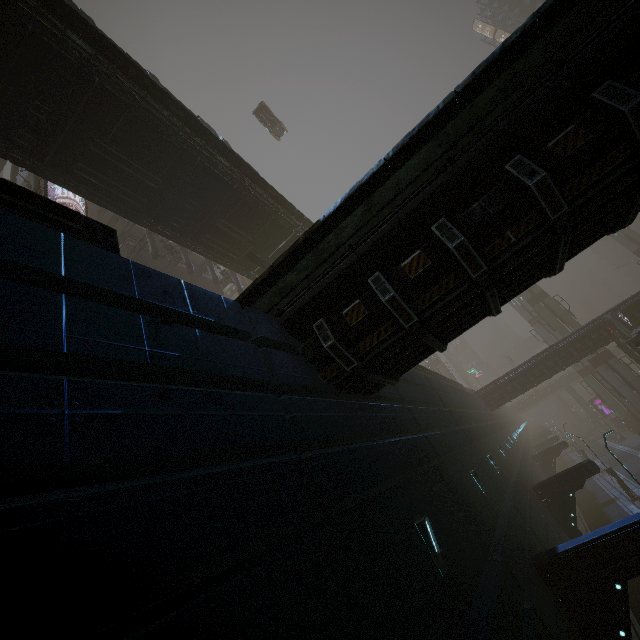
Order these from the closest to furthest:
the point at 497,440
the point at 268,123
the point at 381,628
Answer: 1. the point at 381,628
2. the point at 497,440
3. the point at 268,123

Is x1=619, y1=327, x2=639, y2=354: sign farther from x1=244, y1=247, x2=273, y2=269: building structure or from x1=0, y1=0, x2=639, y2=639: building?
x1=244, y1=247, x2=273, y2=269: building structure

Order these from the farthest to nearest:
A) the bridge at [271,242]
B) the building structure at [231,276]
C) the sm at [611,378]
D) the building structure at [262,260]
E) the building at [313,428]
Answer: the sm at [611,378] → the building structure at [231,276] → the building structure at [262,260] → the bridge at [271,242] → the building at [313,428]

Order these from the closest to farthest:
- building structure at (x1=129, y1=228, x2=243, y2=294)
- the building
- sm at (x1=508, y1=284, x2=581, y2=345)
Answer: the building → building structure at (x1=129, y1=228, x2=243, y2=294) → sm at (x1=508, y1=284, x2=581, y2=345)

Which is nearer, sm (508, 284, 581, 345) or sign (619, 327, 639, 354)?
sign (619, 327, 639, 354)

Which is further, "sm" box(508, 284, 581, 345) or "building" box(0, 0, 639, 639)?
"sm" box(508, 284, 581, 345)

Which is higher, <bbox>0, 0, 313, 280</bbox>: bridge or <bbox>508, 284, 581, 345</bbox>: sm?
<bbox>0, 0, 313, 280</bbox>: bridge

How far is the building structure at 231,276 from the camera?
22.41m
